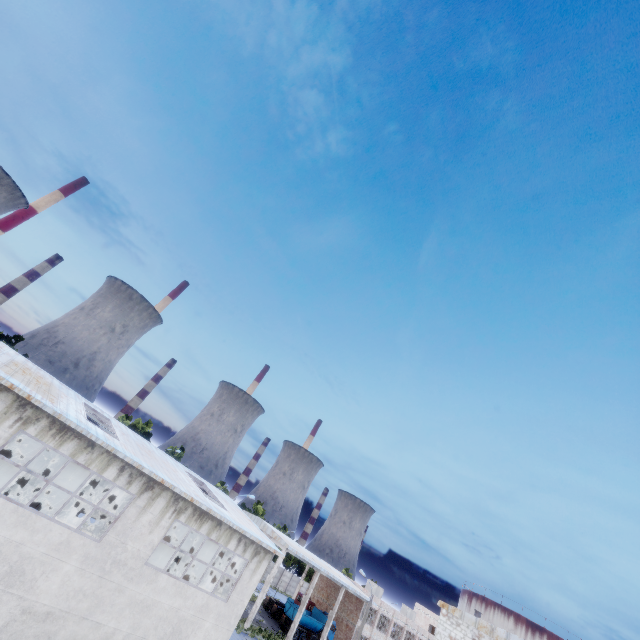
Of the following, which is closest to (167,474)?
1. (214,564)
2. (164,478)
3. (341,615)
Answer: (164,478)
